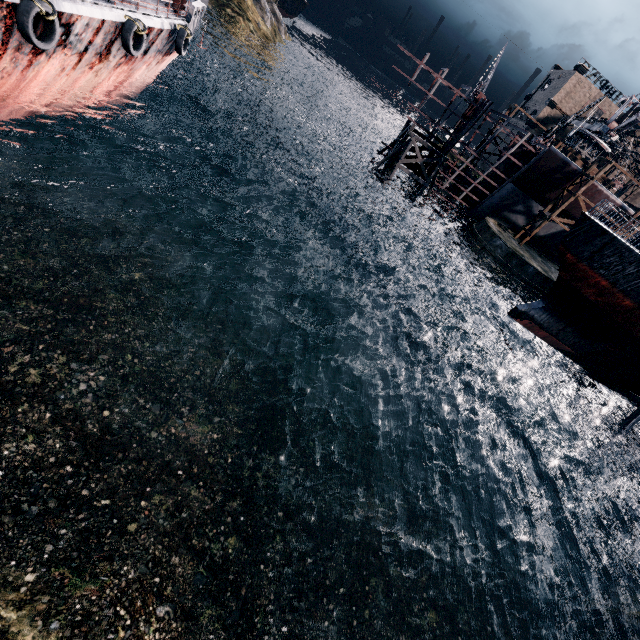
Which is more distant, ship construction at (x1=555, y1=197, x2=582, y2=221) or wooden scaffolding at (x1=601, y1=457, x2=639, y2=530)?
ship construction at (x1=555, y1=197, x2=582, y2=221)

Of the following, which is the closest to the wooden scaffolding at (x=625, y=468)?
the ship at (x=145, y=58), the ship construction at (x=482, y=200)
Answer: the ship construction at (x=482, y=200)

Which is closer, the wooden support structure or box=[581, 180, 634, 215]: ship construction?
box=[581, 180, 634, 215]: ship construction

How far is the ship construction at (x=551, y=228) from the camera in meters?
41.6

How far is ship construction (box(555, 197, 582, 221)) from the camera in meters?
38.4

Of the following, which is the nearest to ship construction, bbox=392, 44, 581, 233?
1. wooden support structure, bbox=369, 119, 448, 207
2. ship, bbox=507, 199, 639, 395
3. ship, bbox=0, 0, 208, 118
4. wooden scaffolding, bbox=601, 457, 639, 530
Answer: wooden support structure, bbox=369, 119, 448, 207

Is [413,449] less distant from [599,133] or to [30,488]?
[30,488]
